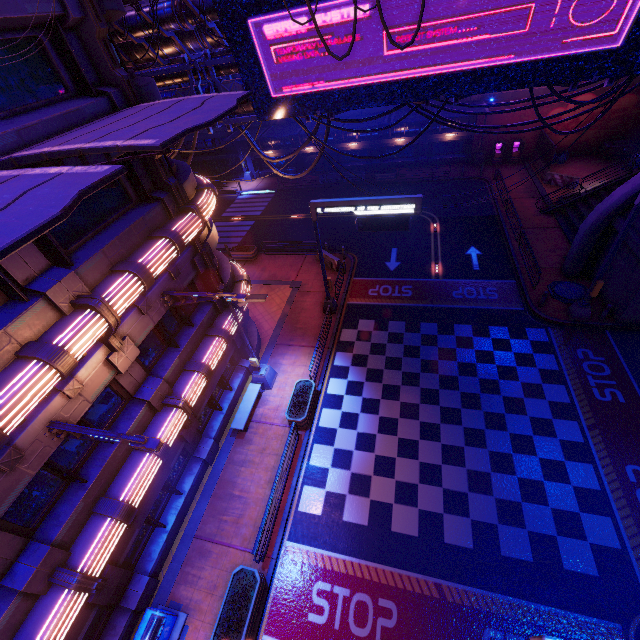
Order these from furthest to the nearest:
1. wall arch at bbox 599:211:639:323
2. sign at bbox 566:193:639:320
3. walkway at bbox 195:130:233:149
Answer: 1. walkway at bbox 195:130:233:149
2. wall arch at bbox 599:211:639:323
3. sign at bbox 566:193:639:320

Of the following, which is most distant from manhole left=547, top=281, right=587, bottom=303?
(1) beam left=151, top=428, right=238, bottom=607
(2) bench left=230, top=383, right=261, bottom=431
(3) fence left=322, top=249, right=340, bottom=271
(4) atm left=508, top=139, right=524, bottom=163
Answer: (4) atm left=508, top=139, right=524, bottom=163

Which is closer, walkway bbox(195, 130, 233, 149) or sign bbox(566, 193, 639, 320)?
sign bbox(566, 193, 639, 320)

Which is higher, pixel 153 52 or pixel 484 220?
pixel 153 52

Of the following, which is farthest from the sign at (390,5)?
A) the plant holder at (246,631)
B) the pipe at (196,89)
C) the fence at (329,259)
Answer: the plant holder at (246,631)

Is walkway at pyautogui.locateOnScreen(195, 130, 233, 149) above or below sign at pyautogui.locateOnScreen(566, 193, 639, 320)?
above

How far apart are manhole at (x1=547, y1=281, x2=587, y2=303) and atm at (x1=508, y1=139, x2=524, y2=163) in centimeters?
1899cm

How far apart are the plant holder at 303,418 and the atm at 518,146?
31.40m
